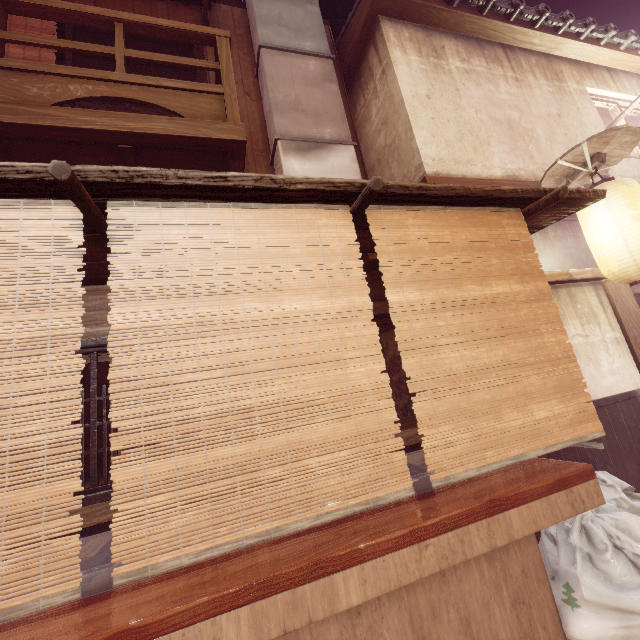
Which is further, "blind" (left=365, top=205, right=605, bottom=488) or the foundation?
the foundation

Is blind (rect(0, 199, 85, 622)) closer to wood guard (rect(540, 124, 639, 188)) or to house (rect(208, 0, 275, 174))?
house (rect(208, 0, 275, 174))

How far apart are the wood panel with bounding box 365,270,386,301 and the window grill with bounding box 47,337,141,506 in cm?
38

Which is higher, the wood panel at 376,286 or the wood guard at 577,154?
the wood guard at 577,154

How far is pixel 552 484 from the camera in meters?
3.4 m

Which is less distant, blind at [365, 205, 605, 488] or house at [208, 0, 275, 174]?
blind at [365, 205, 605, 488]

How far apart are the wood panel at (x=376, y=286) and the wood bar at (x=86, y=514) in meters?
2.3

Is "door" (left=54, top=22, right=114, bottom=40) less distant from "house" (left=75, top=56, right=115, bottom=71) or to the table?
"house" (left=75, top=56, right=115, bottom=71)
